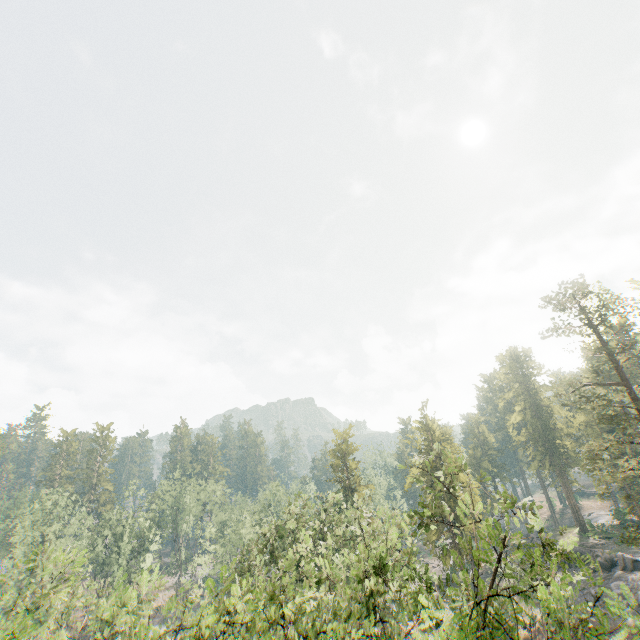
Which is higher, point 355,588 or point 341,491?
point 341,491

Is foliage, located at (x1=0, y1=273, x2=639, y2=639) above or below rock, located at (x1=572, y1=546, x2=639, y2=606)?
→ above

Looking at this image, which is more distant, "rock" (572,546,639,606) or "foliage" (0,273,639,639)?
"rock" (572,546,639,606)

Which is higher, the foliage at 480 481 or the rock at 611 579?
the foliage at 480 481

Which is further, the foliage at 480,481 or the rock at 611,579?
the rock at 611,579
